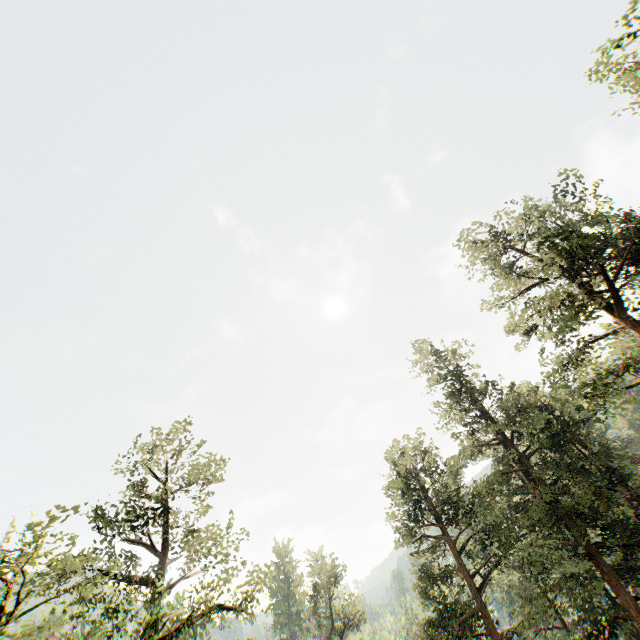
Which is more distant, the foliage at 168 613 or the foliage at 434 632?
the foliage at 434 632

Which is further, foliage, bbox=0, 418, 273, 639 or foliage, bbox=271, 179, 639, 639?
foliage, bbox=271, 179, 639, 639

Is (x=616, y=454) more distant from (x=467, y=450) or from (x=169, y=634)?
(x=169, y=634)
